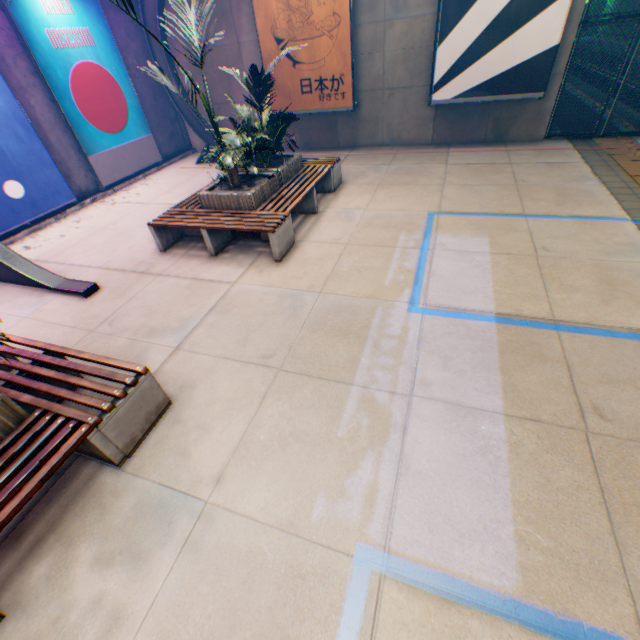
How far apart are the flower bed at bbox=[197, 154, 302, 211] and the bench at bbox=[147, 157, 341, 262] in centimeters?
3cm

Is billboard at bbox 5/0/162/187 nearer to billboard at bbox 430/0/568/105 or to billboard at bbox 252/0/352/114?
billboard at bbox 252/0/352/114

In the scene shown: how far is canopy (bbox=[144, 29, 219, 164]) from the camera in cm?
929

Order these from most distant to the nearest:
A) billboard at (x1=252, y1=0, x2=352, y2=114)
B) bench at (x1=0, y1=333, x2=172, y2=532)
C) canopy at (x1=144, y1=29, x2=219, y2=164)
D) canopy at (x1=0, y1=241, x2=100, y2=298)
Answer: canopy at (x1=144, y1=29, x2=219, y2=164)
billboard at (x1=252, y1=0, x2=352, y2=114)
canopy at (x1=0, y1=241, x2=100, y2=298)
bench at (x1=0, y1=333, x2=172, y2=532)

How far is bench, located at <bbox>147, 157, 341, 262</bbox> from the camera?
5.47m

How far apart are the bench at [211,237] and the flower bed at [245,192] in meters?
0.0 m

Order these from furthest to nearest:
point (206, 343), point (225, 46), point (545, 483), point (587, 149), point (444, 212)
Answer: point (225, 46) < point (587, 149) < point (444, 212) < point (206, 343) < point (545, 483)

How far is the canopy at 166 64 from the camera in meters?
9.3 m
